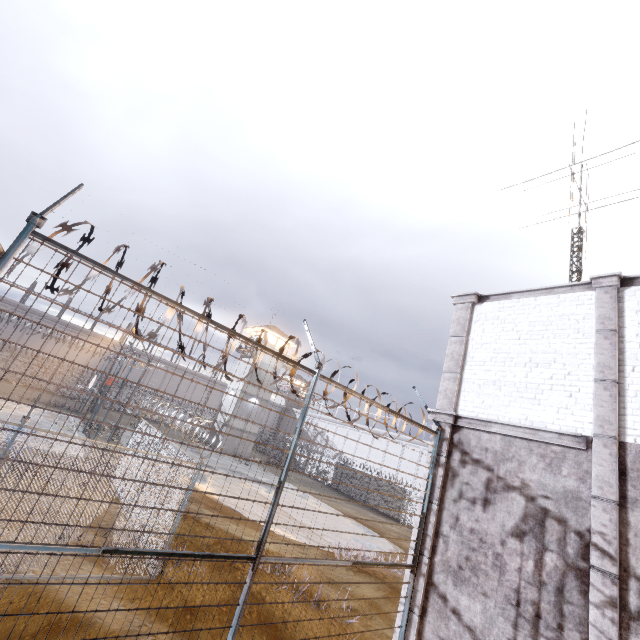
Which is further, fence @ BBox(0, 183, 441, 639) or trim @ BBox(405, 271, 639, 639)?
trim @ BBox(405, 271, 639, 639)

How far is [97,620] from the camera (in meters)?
6.23

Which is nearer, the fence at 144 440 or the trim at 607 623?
the fence at 144 440
